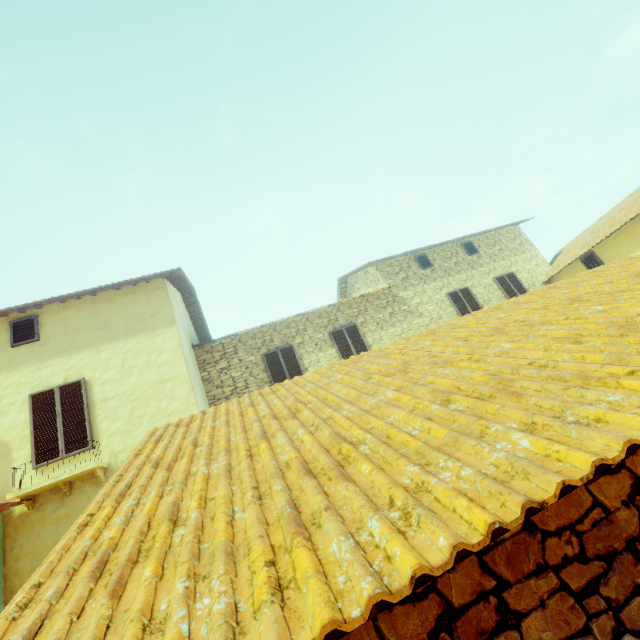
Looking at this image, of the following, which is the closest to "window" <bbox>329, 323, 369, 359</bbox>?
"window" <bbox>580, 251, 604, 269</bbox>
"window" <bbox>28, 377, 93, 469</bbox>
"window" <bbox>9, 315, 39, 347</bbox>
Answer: "window" <bbox>28, 377, 93, 469</bbox>

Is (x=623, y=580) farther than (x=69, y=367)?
No

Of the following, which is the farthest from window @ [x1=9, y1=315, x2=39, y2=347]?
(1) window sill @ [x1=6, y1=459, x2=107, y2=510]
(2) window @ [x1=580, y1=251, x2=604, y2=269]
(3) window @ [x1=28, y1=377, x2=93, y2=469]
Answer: (2) window @ [x1=580, y1=251, x2=604, y2=269]

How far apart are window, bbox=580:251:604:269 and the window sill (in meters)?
16.90

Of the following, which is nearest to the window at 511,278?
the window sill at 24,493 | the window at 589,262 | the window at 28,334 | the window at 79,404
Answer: the window sill at 24,493

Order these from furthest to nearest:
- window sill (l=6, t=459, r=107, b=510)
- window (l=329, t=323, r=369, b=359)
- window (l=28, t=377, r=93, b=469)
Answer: window (l=329, t=323, r=369, b=359) → window (l=28, t=377, r=93, b=469) → window sill (l=6, t=459, r=107, b=510)

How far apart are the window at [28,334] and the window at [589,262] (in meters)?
18.07

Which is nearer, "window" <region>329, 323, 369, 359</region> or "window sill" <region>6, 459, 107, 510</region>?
"window sill" <region>6, 459, 107, 510</region>
